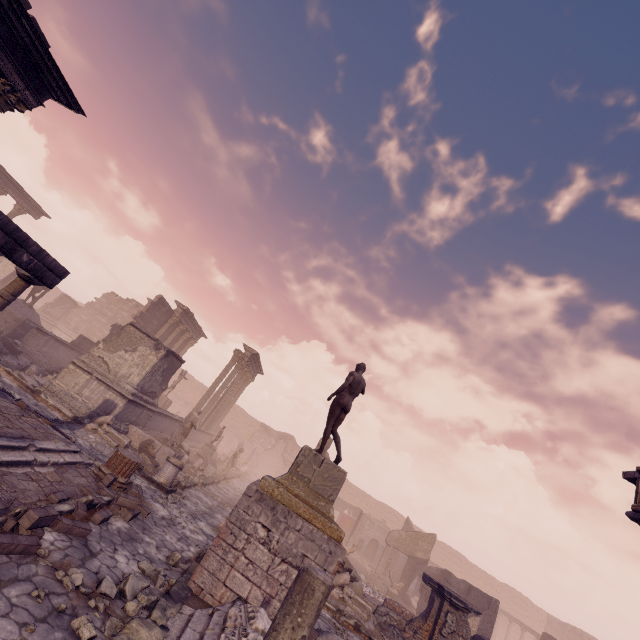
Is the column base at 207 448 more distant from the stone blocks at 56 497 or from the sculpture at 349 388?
the stone blocks at 56 497

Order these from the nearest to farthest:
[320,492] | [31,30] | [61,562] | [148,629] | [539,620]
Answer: [148,629] → [61,562] → [320,492] → [31,30] → [539,620]

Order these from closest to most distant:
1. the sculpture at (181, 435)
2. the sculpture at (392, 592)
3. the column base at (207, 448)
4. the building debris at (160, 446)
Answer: the building debris at (160, 446) < the sculpture at (181, 435) < the sculpture at (392, 592) < the column base at (207, 448)

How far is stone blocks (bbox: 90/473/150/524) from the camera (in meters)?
6.24

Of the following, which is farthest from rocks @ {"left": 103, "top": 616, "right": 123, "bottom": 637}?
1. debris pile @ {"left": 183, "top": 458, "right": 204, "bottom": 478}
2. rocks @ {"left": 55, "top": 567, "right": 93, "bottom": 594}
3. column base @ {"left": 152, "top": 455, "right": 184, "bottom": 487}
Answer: debris pile @ {"left": 183, "top": 458, "right": 204, "bottom": 478}

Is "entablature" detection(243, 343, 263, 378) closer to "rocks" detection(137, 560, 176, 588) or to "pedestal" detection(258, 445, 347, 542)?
"pedestal" detection(258, 445, 347, 542)

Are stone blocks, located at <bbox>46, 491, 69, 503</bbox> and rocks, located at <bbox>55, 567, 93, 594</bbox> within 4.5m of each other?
yes

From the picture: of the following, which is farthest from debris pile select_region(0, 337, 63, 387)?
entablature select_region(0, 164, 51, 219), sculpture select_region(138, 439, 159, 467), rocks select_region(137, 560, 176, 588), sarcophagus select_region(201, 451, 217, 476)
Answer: entablature select_region(0, 164, 51, 219)
